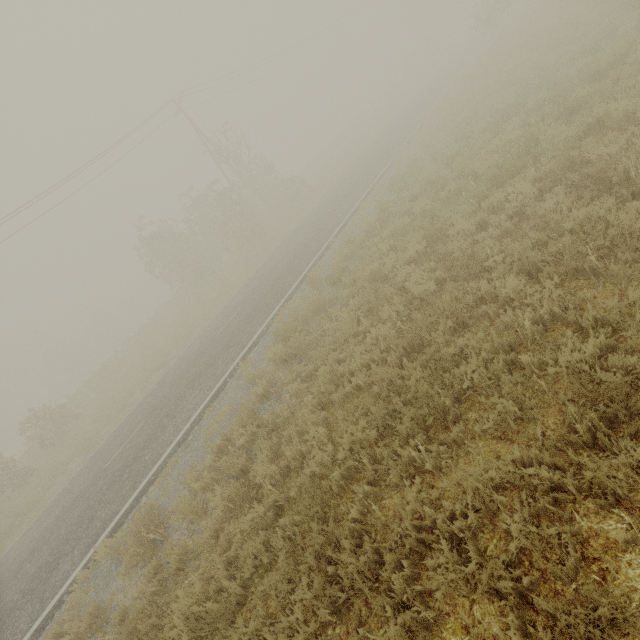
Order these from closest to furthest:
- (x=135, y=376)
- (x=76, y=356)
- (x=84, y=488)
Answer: (x=84, y=488) → (x=135, y=376) → (x=76, y=356)

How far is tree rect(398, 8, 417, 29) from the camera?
46.3 meters

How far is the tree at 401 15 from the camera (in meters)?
46.28
